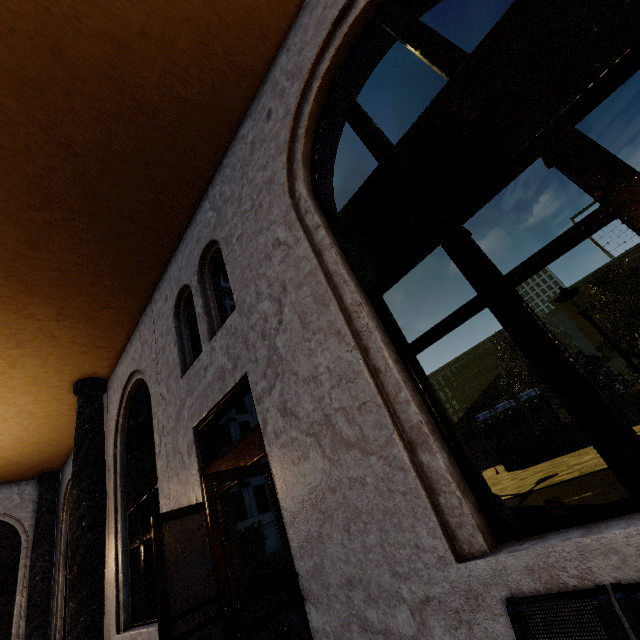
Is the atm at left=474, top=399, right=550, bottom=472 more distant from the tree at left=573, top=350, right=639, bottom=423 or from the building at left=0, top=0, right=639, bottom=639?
the building at left=0, top=0, right=639, bottom=639

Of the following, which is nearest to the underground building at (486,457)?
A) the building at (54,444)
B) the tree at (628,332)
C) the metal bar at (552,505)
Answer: the tree at (628,332)

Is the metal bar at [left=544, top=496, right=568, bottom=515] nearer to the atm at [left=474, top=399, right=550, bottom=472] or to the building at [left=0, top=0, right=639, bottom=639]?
the building at [left=0, top=0, right=639, bottom=639]

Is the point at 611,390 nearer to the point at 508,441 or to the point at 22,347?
the point at 508,441

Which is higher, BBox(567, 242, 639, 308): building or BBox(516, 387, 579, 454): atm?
BBox(567, 242, 639, 308): building

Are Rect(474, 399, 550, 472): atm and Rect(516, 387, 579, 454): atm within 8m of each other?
yes

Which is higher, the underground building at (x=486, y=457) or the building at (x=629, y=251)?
the building at (x=629, y=251)

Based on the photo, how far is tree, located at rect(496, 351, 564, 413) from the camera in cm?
2083
